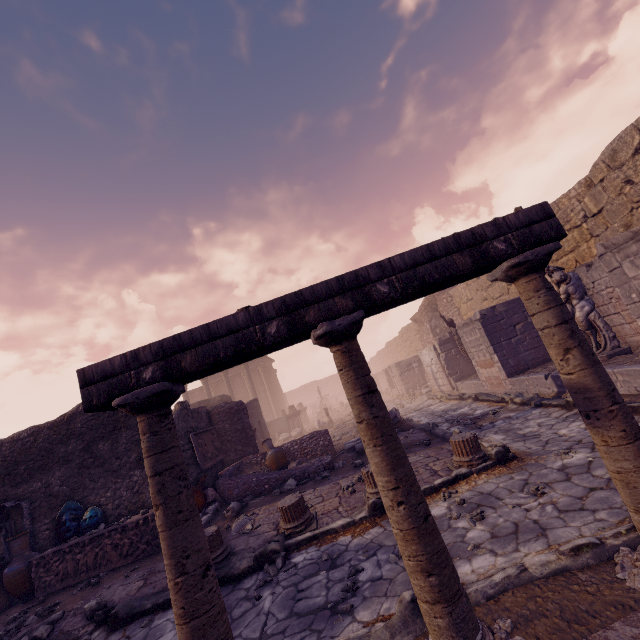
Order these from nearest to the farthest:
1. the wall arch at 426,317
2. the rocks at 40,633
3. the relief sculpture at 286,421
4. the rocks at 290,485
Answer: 1. the rocks at 40,633
2. the rocks at 290,485
3. the wall arch at 426,317
4. the relief sculpture at 286,421

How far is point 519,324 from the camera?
10.6 meters

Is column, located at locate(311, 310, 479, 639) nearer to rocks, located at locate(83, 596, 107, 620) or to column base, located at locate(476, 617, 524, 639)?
column base, located at locate(476, 617, 524, 639)

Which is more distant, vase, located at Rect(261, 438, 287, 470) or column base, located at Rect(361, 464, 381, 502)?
vase, located at Rect(261, 438, 287, 470)

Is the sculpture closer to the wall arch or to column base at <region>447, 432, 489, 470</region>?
column base at <region>447, 432, 489, 470</region>

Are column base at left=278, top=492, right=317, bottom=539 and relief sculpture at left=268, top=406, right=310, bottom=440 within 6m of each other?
no

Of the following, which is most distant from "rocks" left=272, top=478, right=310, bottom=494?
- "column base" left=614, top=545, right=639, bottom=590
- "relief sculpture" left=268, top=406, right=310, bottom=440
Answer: "relief sculpture" left=268, top=406, right=310, bottom=440

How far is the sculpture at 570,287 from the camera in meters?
7.5
